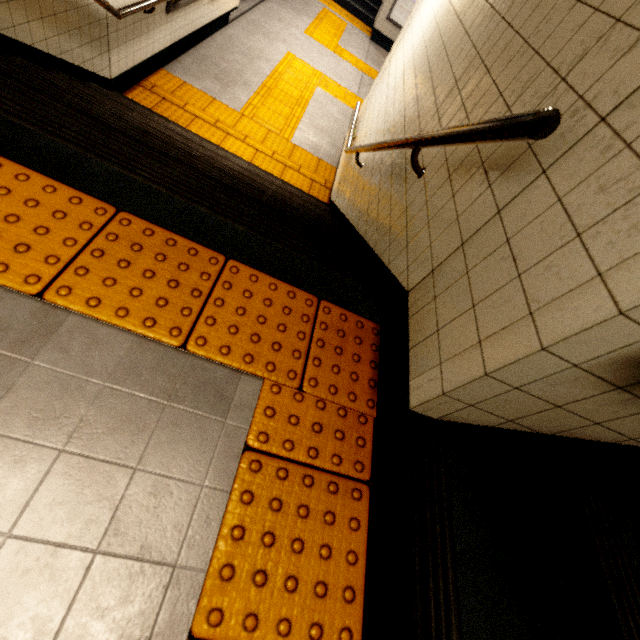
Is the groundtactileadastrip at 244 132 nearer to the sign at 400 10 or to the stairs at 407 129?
the stairs at 407 129

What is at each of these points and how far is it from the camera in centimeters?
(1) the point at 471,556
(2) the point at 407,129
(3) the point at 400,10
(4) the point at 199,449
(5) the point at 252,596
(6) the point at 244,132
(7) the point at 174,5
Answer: (1) stairs, 94cm
(2) stairs, 221cm
(3) sign, 1023cm
(4) building, 100cm
(5) groundtactileadastrip, 87cm
(6) groundtactileadastrip, 484cm
(7) sign, 413cm

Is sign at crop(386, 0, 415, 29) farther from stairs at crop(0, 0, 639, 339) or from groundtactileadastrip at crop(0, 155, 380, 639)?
groundtactileadastrip at crop(0, 155, 380, 639)

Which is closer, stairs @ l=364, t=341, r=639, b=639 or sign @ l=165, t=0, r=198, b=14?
stairs @ l=364, t=341, r=639, b=639

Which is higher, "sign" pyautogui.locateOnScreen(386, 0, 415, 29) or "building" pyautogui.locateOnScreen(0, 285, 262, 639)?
"building" pyautogui.locateOnScreen(0, 285, 262, 639)

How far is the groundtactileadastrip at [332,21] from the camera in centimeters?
866cm

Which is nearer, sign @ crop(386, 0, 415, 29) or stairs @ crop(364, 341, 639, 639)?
stairs @ crop(364, 341, 639, 639)

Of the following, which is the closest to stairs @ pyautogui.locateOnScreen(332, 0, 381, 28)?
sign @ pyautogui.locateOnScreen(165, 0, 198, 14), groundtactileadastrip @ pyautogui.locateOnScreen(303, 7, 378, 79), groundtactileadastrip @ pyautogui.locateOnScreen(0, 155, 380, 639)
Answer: groundtactileadastrip @ pyautogui.locateOnScreen(303, 7, 378, 79)
